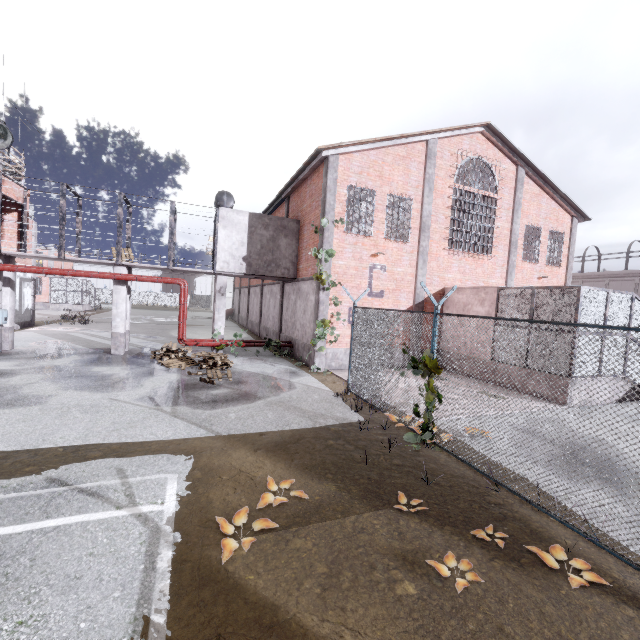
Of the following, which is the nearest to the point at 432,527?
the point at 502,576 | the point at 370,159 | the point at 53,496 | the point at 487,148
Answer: the point at 502,576

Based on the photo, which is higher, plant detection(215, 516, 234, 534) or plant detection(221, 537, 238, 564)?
plant detection(215, 516, 234, 534)

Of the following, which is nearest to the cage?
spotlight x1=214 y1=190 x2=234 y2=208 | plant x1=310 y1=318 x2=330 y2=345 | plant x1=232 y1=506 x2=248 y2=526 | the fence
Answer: spotlight x1=214 y1=190 x2=234 y2=208

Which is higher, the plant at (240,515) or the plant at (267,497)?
the plant at (240,515)

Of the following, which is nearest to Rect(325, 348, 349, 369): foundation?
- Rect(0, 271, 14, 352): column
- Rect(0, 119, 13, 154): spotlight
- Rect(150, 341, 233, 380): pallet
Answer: Rect(150, 341, 233, 380): pallet

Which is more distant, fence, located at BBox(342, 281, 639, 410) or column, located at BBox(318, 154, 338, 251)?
column, located at BBox(318, 154, 338, 251)

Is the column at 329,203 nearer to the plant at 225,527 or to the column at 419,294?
the column at 419,294

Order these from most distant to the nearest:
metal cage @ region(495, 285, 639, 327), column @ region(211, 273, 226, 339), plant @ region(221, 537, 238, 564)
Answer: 1. column @ region(211, 273, 226, 339)
2. metal cage @ region(495, 285, 639, 327)
3. plant @ region(221, 537, 238, 564)
